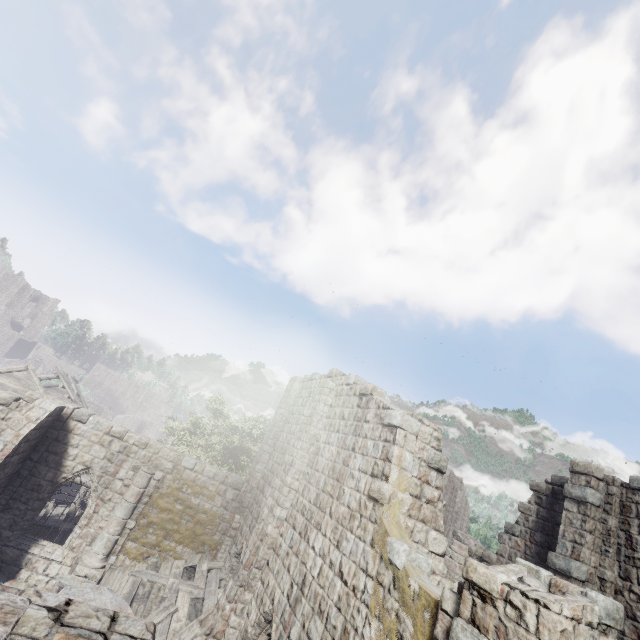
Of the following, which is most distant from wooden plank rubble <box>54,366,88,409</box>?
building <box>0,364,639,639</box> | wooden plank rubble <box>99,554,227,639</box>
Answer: wooden plank rubble <box>99,554,227,639</box>

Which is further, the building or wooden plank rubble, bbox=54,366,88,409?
wooden plank rubble, bbox=54,366,88,409

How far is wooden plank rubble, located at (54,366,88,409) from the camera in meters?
24.9

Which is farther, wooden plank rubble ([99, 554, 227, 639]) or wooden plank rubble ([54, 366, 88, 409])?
wooden plank rubble ([54, 366, 88, 409])

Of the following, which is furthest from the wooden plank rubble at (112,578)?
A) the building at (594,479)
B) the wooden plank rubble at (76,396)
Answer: the wooden plank rubble at (76,396)

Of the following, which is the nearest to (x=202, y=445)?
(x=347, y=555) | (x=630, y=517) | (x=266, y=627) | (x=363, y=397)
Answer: (x=266, y=627)
